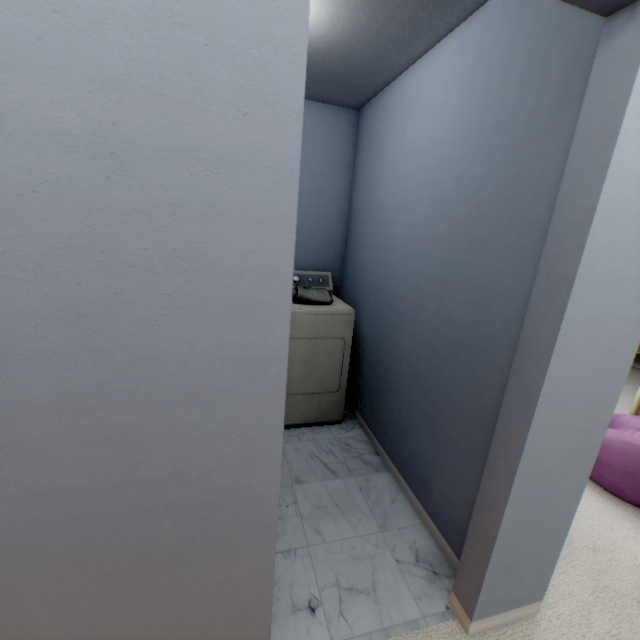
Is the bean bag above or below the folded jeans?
below

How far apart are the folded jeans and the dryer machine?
0.1m

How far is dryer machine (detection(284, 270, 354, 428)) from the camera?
2.31m

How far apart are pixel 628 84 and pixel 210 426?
1.3m

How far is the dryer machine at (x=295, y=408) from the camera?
2.31m

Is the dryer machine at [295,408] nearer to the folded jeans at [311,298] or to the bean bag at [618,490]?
the folded jeans at [311,298]

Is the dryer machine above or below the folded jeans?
below

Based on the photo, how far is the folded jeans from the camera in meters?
2.3 m
